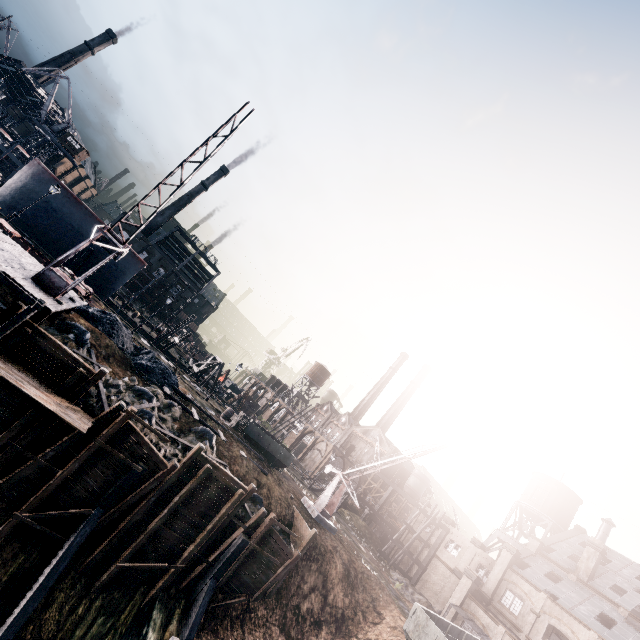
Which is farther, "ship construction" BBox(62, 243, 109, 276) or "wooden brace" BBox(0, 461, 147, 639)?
"ship construction" BBox(62, 243, 109, 276)

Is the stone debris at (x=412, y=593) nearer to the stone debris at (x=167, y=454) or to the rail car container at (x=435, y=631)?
the rail car container at (x=435, y=631)

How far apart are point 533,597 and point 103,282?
61.5 meters

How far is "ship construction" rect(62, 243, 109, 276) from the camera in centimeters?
3828cm

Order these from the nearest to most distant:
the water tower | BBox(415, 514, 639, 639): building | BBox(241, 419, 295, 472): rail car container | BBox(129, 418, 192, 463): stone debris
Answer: BBox(129, 418, 192, 463): stone debris < BBox(241, 419, 295, 472): rail car container < BBox(415, 514, 639, 639): building < the water tower

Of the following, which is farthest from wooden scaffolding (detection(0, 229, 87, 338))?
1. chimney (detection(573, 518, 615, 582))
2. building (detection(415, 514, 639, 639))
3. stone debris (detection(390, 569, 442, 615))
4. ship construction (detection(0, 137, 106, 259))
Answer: chimney (detection(573, 518, 615, 582))

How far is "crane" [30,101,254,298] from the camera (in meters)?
14.80

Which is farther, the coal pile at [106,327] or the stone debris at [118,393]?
the coal pile at [106,327]
